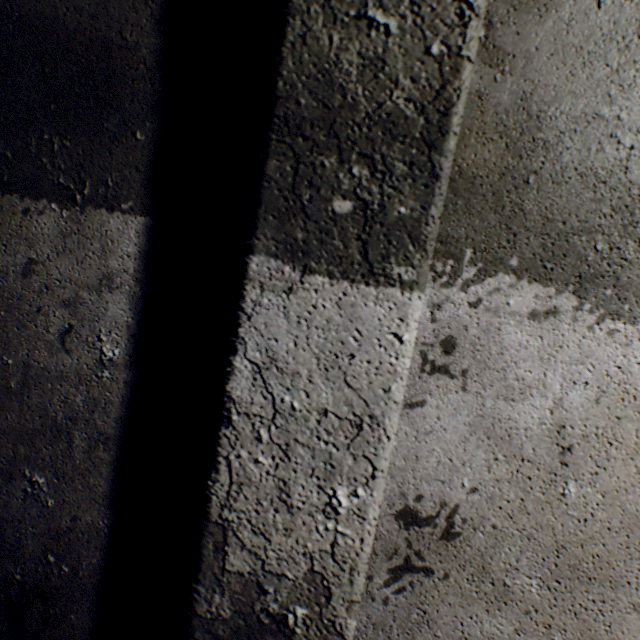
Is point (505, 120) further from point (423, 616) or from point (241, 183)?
point (423, 616)
